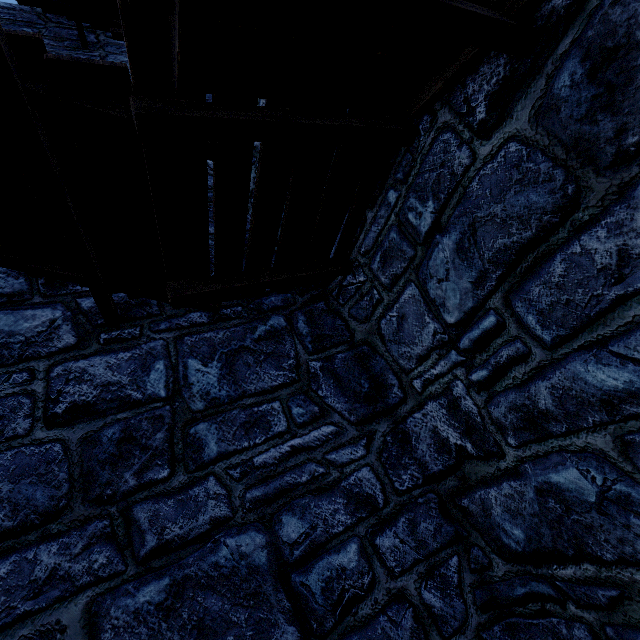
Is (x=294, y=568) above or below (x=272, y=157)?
below
